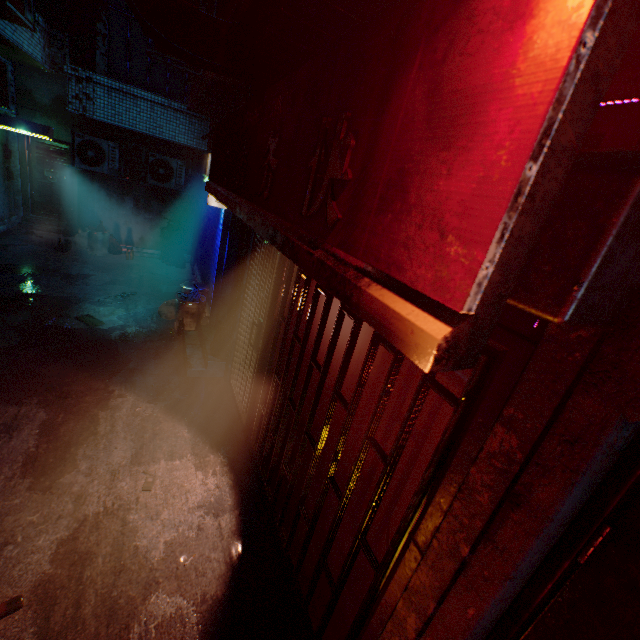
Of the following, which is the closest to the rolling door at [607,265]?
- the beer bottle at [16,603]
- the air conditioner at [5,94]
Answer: the beer bottle at [16,603]

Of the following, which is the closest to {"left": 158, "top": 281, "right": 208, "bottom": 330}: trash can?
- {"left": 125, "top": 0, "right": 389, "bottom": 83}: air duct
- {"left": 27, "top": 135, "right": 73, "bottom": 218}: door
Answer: {"left": 125, "top": 0, "right": 389, "bottom": 83}: air duct

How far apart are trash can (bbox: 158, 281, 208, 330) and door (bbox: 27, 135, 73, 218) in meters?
6.2

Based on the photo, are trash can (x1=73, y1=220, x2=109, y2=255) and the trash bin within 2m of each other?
yes

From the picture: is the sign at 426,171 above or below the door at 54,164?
above

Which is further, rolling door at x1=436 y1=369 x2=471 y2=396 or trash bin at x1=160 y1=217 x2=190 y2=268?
trash bin at x1=160 y1=217 x2=190 y2=268

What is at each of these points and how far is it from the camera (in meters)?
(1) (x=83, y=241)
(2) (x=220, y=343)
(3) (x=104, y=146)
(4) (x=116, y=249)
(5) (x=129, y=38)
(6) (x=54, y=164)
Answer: (1) trash can, 8.05
(2) trash bag, 4.38
(3) air conditioner, 7.14
(4) trash bag, 8.30
(5) window, 6.97
(6) door, 8.73

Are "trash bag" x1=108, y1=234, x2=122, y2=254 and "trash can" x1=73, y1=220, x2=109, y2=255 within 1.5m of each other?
yes
